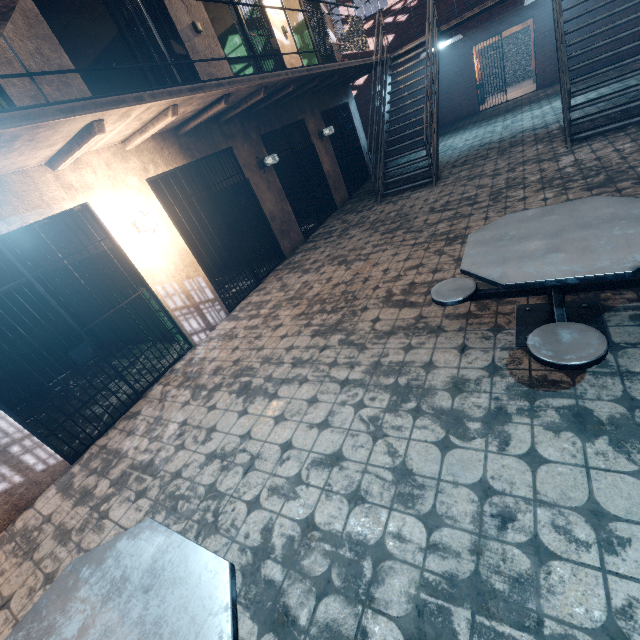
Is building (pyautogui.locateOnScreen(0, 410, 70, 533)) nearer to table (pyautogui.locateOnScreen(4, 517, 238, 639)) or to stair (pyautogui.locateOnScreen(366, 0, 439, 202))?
stair (pyautogui.locateOnScreen(366, 0, 439, 202))

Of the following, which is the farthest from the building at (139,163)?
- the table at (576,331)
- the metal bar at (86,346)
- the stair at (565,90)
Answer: the stair at (565,90)

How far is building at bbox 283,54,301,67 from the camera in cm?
755

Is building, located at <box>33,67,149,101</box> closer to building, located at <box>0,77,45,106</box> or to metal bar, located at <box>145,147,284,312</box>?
building, located at <box>0,77,45,106</box>

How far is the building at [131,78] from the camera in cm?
375

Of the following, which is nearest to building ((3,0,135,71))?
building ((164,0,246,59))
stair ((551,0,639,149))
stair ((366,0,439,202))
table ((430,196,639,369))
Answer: building ((164,0,246,59))

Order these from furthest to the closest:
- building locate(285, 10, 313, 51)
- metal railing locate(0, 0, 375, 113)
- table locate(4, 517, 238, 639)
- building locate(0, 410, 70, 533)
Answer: building locate(285, 10, 313, 51) < building locate(0, 410, 70, 533) < metal railing locate(0, 0, 375, 113) < table locate(4, 517, 238, 639)

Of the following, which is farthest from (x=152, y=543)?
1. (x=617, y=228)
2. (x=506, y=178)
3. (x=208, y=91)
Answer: (x=506, y=178)
